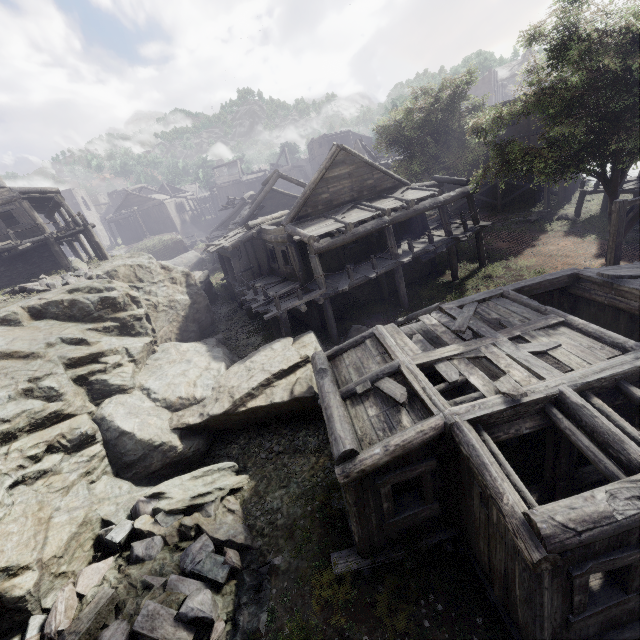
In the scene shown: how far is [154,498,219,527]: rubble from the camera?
8.5 meters

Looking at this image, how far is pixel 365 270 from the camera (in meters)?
16.75

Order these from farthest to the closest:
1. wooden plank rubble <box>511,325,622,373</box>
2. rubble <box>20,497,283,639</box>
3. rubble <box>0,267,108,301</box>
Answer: rubble <box>0,267,108,301</box> < wooden plank rubble <box>511,325,622,373</box> < rubble <box>20,497,283,639</box>

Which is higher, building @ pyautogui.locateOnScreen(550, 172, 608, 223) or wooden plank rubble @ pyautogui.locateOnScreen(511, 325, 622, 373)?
wooden plank rubble @ pyautogui.locateOnScreen(511, 325, 622, 373)

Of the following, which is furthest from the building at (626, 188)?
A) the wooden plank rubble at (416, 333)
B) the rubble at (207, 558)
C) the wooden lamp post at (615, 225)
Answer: the rubble at (207, 558)

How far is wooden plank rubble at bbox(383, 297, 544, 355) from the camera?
8.9 meters

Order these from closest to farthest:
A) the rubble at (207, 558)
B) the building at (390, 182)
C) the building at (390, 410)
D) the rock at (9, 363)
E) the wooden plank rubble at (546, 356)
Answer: the building at (390, 410) → the rubble at (207, 558) → the wooden plank rubble at (546, 356) → the rock at (9, 363) → the building at (390, 182)
